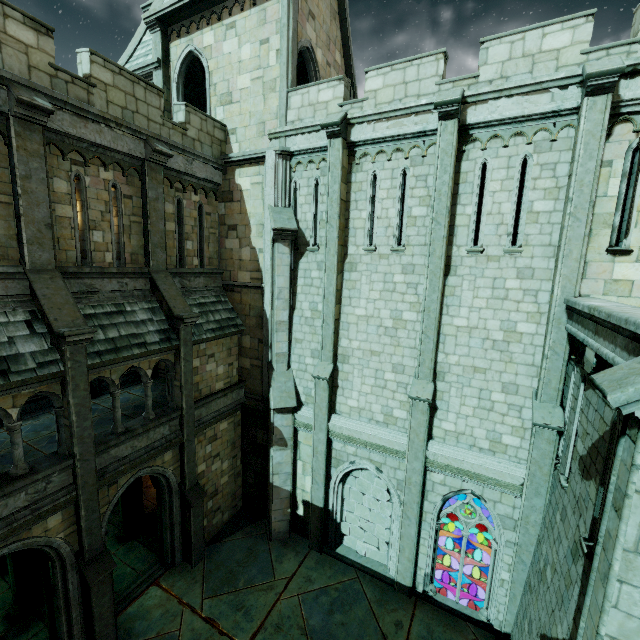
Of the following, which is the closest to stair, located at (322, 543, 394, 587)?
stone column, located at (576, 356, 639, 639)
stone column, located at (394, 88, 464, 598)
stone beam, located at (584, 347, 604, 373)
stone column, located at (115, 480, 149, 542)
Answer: stone column, located at (394, 88, 464, 598)

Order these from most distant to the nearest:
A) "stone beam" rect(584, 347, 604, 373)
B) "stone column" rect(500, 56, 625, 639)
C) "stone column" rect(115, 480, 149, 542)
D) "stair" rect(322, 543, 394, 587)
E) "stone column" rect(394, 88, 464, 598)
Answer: "stone column" rect(115, 480, 149, 542) → "stair" rect(322, 543, 394, 587) → "stone column" rect(394, 88, 464, 598) → "stone column" rect(500, 56, 625, 639) → "stone beam" rect(584, 347, 604, 373)

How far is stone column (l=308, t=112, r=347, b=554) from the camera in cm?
1035

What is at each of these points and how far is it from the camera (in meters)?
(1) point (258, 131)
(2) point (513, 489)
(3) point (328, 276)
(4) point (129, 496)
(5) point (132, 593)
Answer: (1) building, 11.99
(2) trim, 9.00
(3) stone column, 11.03
(4) stone column, 12.77
(5) trim, 10.63

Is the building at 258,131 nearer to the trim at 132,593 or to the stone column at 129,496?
the trim at 132,593

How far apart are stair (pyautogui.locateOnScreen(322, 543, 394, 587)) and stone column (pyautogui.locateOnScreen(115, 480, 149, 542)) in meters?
7.4 m

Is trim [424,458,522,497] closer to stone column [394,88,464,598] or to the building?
stone column [394,88,464,598]

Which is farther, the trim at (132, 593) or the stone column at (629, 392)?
the trim at (132, 593)
